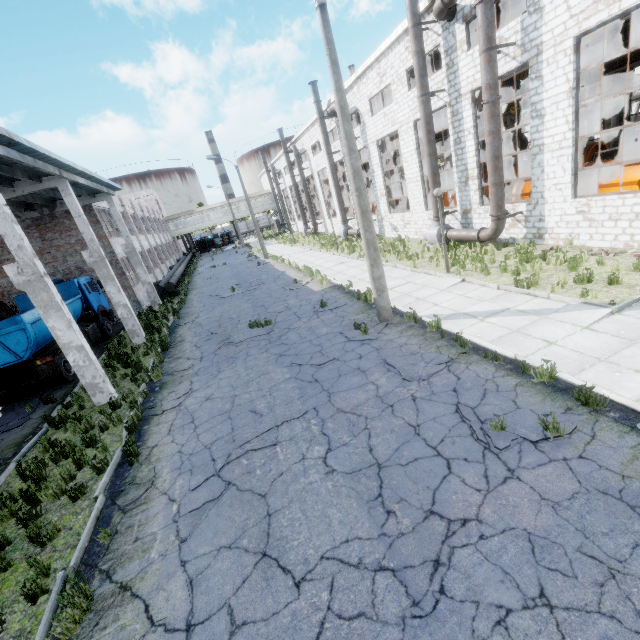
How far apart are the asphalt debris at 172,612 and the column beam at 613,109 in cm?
3586

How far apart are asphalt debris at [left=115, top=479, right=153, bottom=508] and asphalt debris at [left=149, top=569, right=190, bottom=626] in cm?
210

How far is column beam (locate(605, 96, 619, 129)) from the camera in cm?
2380

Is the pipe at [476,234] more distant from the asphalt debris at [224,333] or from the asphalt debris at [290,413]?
the asphalt debris at [290,413]

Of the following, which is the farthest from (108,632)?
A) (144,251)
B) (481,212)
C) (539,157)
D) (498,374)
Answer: (144,251)

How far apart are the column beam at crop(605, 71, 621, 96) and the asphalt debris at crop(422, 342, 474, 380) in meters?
28.6

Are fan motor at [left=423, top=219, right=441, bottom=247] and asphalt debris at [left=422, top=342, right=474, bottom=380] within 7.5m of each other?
no
